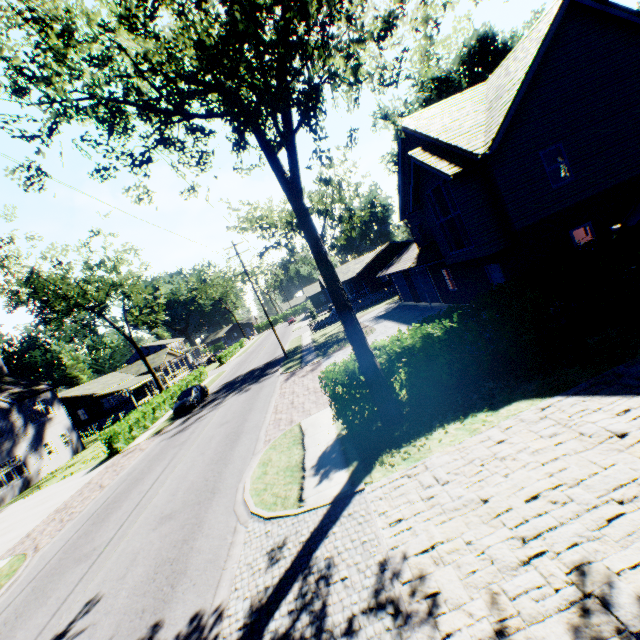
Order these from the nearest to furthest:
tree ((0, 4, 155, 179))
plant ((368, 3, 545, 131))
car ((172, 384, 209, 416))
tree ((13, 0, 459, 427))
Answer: tree ((13, 0, 459, 427))
tree ((0, 4, 155, 179))
car ((172, 384, 209, 416))
plant ((368, 3, 545, 131))

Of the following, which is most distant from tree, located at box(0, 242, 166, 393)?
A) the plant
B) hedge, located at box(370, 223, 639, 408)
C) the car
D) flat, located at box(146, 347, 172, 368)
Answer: the car

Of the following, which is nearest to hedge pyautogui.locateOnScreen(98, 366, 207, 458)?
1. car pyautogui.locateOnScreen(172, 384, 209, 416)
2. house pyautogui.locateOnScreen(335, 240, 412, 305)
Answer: car pyautogui.locateOnScreen(172, 384, 209, 416)

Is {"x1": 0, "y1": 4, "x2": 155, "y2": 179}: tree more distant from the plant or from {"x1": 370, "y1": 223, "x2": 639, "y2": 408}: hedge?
the plant

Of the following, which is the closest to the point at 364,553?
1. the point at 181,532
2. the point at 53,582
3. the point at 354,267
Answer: the point at 181,532

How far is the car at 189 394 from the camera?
26.1 meters

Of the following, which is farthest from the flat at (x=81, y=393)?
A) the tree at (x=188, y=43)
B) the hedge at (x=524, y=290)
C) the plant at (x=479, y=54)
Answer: the plant at (x=479, y=54)

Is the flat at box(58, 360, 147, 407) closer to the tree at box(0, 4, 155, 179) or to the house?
the tree at box(0, 4, 155, 179)
